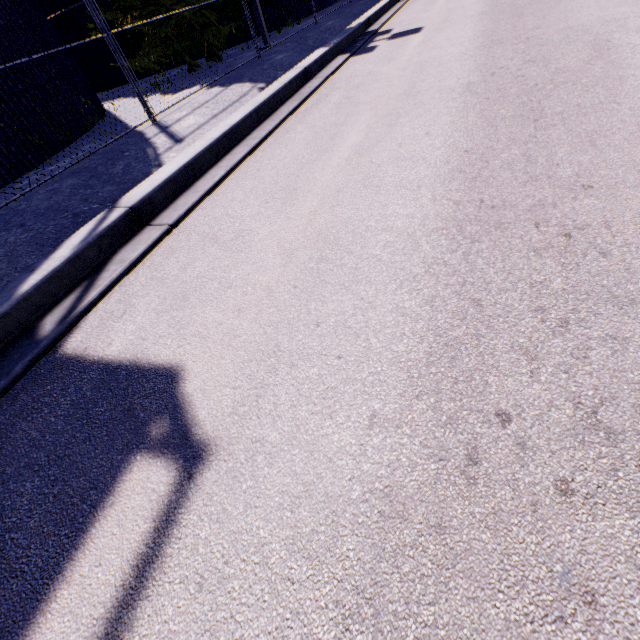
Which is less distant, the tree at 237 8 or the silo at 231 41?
the tree at 237 8

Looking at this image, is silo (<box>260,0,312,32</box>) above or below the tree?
below

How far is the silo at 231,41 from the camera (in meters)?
15.20

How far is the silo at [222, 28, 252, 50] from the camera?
15.20m

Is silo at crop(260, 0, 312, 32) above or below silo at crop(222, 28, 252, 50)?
above

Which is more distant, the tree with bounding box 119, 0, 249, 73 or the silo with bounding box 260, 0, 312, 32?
the silo with bounding box 260, 0, 312, 32

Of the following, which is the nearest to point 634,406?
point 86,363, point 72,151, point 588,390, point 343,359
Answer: point 588,390
